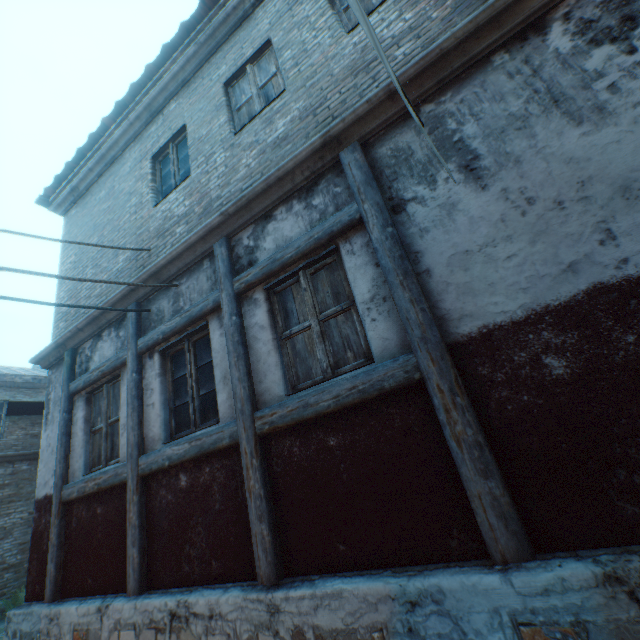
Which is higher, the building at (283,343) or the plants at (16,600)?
the building at (283,343)

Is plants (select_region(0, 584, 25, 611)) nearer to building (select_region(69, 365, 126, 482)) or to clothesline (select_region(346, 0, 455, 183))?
building (select_region(69, 365, 126, 482))

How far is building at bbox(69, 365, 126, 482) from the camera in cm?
470

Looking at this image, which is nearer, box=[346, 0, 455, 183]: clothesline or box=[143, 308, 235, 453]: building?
box=[346, 0, 455, 183]: clothesline

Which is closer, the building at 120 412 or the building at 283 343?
the building at 283 343

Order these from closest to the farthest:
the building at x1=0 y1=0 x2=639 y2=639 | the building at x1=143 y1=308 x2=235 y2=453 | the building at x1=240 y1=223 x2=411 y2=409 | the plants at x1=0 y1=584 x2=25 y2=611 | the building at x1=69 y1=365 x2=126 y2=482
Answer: the building at x1=0 y1=0 x2=639 y2=639, the building at x1=240 y1=223 x2=411 y2=409, the building at x1=143 y1=308 x2=235 y2=453, the building at x1=69 y1=365 x2=126 y2=482, the plants at x1=0 y1=584 x2=25 y2=611

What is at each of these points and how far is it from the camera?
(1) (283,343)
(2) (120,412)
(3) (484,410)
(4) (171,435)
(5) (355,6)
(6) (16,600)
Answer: (1) building, 3.5 meters
(2) building, 4.7 meters
(3) building, 2.3 meters
(4) building, 4.2 meters
(5) clothesline, 1.6 meters
(6) plants, 9.2 meters
